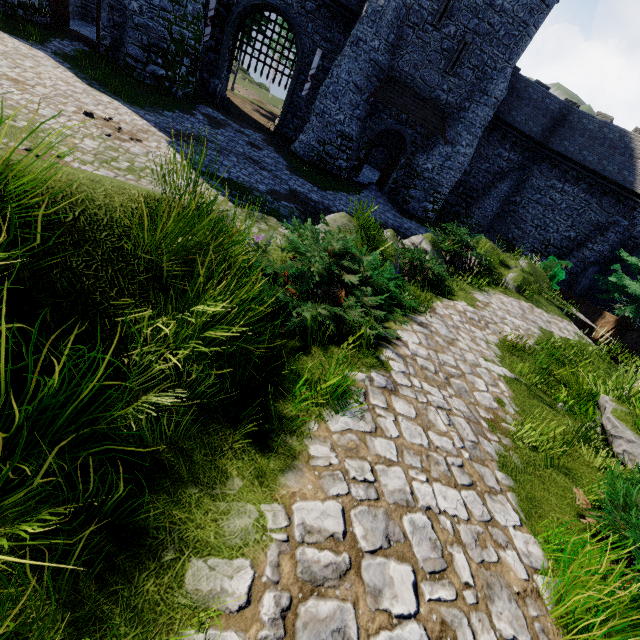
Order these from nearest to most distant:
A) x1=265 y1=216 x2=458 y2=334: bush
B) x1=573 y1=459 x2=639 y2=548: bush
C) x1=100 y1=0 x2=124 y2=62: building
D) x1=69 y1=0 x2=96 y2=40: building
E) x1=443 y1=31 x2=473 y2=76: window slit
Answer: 1. x1=573 y1=459 x2=639 y2=548: bush
2. x1=265 y1=216 x2=458 y2=334: bush
3. x1=100 y1=0 x2=124 y2=62: building
4. x1=443 y1=31 x2=473 y2=76: window slit
5. x1=69 y1=0 x2=96 y2=40: building

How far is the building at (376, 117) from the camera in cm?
2178

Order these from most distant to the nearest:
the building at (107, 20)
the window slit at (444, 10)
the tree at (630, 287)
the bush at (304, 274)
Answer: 1. the window slit at (444, 10)
2. the building at (107, 20)
3. the tree at (630, 287)
4. the bush at (304, 274)

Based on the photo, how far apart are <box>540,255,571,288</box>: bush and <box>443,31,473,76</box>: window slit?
13.1 meters

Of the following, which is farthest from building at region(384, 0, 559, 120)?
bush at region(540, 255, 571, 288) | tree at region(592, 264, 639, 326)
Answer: tree at region(592, 264, 639, 326)

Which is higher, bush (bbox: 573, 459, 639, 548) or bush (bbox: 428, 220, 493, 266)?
bush (bbox: 573, 459, 639, 548)

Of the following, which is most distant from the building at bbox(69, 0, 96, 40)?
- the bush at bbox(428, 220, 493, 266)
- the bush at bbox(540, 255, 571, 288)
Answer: the bush at bbox(428, 220, 493, 266)

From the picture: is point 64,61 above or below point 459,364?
below
